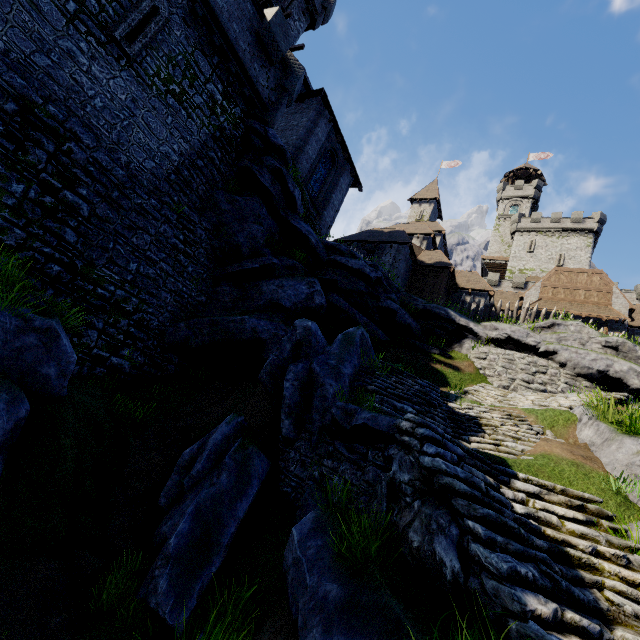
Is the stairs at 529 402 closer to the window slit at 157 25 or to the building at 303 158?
the building at 303 158

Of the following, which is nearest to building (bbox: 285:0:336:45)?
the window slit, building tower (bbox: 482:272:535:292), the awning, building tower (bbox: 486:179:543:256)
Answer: the window slit

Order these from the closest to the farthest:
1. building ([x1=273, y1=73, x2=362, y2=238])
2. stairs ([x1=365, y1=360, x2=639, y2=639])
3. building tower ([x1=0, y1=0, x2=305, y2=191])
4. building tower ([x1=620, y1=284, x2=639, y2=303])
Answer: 1. stairs ([x1=365, y1=360, x2=639, y2=639])
2. building tower ([x1=0, y1=0, x2=305, y2=191])
3. building ([x1=273, y1=73, x2=362, y2=238])
4. building tower ([x1=620, y1=284, x2=639, y2=303])

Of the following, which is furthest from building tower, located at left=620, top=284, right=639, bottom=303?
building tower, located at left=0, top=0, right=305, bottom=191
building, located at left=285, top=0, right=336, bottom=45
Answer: building tower, located at left=0, top=0, right=305, bottom=191

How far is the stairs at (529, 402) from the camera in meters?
10.5 m

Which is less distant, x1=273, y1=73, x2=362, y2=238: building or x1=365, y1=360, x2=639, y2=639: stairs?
x1=365, y1=360, x2=639, y2=639: stairs

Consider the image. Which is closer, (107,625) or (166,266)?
(107,625)

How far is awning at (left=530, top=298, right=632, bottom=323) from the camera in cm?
2259
